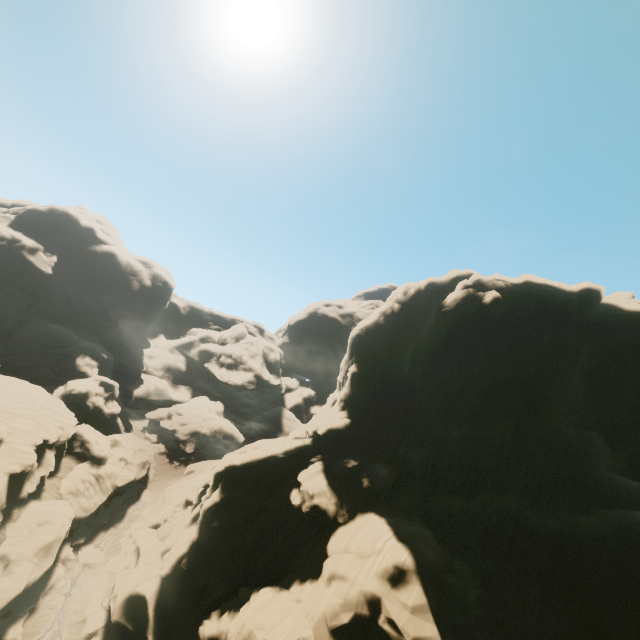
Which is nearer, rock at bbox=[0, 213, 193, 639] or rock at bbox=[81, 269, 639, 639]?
rock at bbox=[81, 269, 639, 639]

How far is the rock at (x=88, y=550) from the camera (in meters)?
34.44

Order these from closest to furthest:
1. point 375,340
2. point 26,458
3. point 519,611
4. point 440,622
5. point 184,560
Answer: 1. point 440,622
2. point 519,611
3. point 184,560
4. point 26,458
5. point 375,340

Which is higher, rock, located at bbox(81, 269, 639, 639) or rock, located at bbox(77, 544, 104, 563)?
rock, located at bbox(81, 269, 639, 639)

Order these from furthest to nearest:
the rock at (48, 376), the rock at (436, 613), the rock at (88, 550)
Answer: the rock at (88, 550) → the rock at (48, 376) → the rock at (436, 613)

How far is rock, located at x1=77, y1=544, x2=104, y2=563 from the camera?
34.4 meters

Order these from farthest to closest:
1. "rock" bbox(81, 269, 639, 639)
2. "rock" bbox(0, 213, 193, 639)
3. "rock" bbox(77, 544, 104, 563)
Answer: "rock" bbox(77, 544, 104, 563)
"rock" bbox(0, 213, 193, 639)
"rock" bbox(81, 269, 639, 639)
